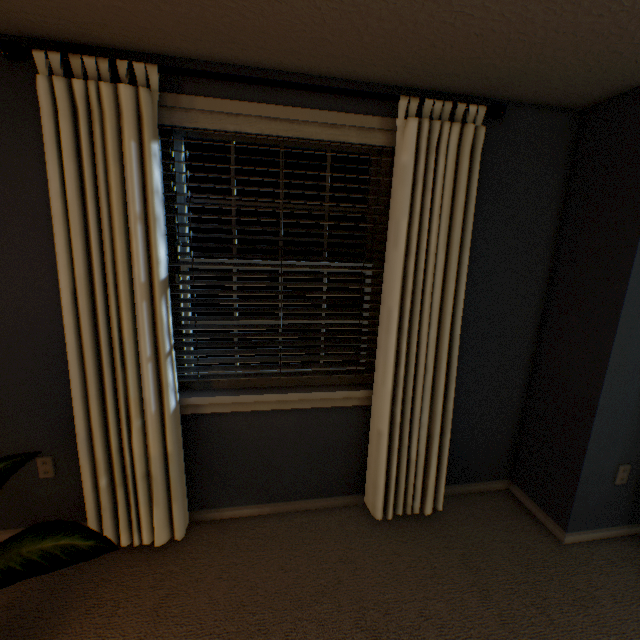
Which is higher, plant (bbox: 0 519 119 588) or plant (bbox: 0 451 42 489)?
plant (bbox: 0 451 42 489)

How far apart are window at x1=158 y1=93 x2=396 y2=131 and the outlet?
1.5m

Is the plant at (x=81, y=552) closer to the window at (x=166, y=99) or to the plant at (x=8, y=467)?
the plant at (x=8, y=467)

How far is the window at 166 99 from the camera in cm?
148

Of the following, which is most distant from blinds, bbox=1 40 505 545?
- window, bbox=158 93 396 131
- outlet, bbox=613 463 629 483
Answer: outlet, bbox=613 463 629 483

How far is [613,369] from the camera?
1.7m

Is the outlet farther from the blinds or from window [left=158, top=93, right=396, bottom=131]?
window [left=158, top=93, right=396, bottom=131]
